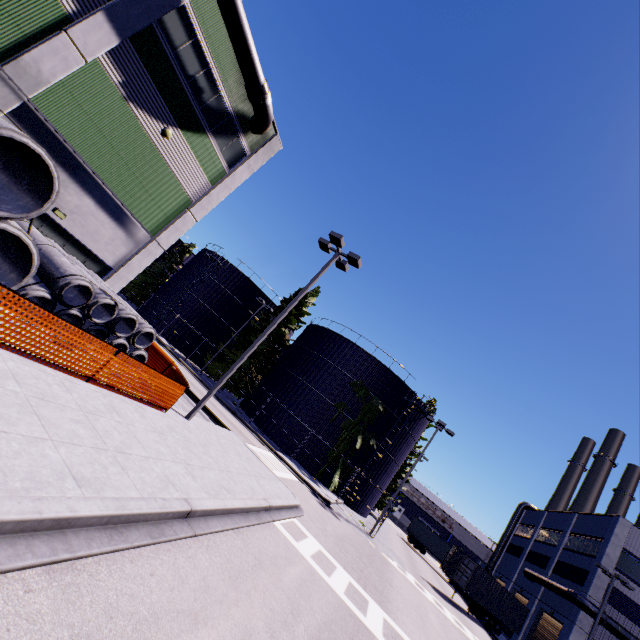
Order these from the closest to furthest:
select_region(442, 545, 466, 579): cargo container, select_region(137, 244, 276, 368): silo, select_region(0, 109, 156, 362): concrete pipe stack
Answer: select_region(0, 109, 156, 362): concrete pipe stack < select_region(442, 545, 466, 579): cargo container < select_region(137, 244, 276, 368): silo

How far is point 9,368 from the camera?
6.02m

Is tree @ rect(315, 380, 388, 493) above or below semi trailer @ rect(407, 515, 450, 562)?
above

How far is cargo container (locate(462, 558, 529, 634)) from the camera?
26.8m

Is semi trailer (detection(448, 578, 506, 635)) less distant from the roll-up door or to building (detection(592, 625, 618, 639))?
the roll-up door

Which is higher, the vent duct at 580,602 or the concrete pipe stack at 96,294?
the vent duct at 580,602

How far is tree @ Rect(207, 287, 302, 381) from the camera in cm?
3388

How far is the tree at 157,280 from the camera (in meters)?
45.47
